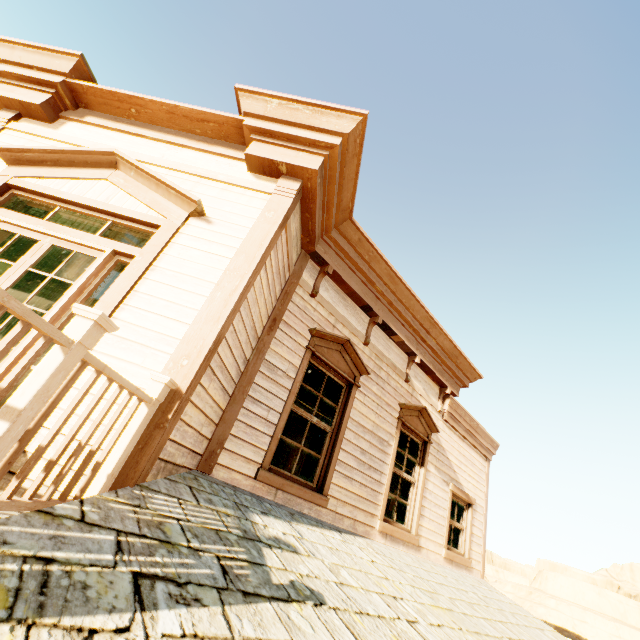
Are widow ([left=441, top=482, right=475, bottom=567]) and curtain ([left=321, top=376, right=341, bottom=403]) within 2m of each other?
no

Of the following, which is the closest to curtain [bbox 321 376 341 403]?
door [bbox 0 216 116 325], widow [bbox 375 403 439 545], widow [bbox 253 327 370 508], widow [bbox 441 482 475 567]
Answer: widow [bbox 253 327 370 508]

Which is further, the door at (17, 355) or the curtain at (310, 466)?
the curtain at (310, 466)

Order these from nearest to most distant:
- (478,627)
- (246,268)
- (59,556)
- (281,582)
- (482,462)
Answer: (59,556) < (281,582) < (246,268) < (478,627) < (482,462)

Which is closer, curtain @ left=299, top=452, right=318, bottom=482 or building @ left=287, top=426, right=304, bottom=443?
curtain @ left=299, top=452, right=318, bottom=482

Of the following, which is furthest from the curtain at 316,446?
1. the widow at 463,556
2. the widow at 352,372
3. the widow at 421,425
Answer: the widow at 463,556

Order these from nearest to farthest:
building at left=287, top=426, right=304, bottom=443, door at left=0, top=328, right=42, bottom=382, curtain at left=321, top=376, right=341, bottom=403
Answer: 1. door at left=0, top=328, right=42, bottom=382
2. curtain at left=321, top=376, right=341, bottom=403
3. building at left=287, top=426, right=304, bottom=443

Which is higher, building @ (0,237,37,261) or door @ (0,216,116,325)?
building @ (0,237,37,261)
